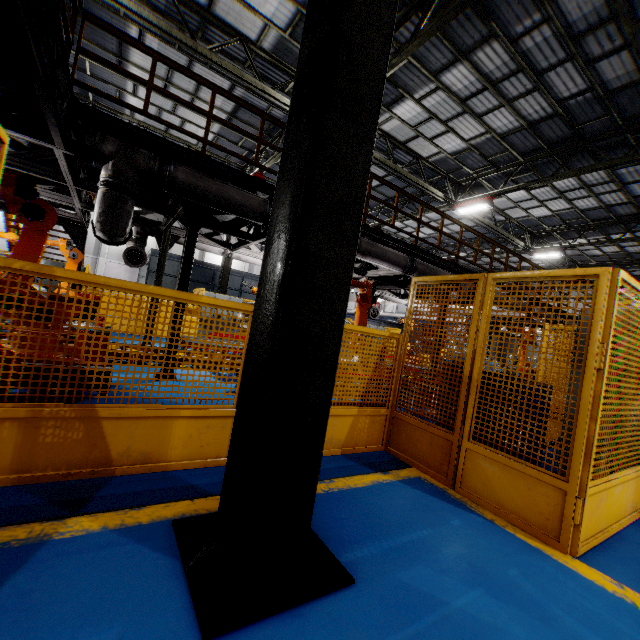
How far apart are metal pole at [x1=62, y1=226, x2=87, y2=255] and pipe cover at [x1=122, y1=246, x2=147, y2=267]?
4.0m

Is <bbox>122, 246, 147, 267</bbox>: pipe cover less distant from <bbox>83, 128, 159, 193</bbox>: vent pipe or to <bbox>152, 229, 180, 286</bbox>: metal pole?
<bbox>152, 229, 180, 286</bbox>: metal pole

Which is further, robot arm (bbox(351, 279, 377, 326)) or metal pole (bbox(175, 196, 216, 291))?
robot arm (bbox(351, 279, 377, 326))

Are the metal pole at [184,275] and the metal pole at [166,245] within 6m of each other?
yes

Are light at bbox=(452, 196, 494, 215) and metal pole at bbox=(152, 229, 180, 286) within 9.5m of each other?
no

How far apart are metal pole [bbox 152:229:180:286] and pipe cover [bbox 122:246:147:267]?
0.3 meters

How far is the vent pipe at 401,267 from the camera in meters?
7.5

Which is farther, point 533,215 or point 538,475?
point 533,215
